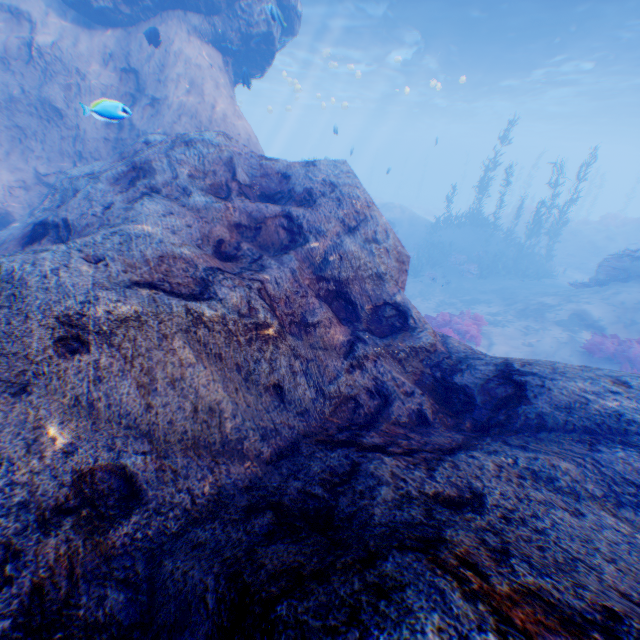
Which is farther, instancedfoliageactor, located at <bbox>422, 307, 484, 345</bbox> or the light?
the light

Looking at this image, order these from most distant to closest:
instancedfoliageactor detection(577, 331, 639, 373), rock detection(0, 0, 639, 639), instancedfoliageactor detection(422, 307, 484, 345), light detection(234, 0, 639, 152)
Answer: light detection(234, 0, 639, 152) < instancedfoliageactor detection(422, 307, 484, 345) < instancedfoliageactor detection(577, 331, 639, 373) < rock detection(0, 0, 639, 639)

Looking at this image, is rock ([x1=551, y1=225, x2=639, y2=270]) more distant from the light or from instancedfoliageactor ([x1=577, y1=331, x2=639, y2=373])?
instancedfoliageactor ([x1=577, y1=331, x2=639, y2=373])

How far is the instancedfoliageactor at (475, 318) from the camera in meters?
11.6

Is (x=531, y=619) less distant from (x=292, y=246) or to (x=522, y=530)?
(x=522, y=530)

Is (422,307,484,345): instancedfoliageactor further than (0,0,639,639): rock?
Yes

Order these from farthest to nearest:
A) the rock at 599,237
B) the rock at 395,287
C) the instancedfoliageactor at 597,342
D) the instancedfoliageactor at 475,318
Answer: the rock at 599,237
the instancedfoliageactor at 475,318
the instancedfoliageactor at 597,342
the rock at 395,287

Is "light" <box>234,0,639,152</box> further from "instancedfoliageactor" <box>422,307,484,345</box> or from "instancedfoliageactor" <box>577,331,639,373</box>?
"instancedfoliageactor" <box>577,331,639,373</box>
